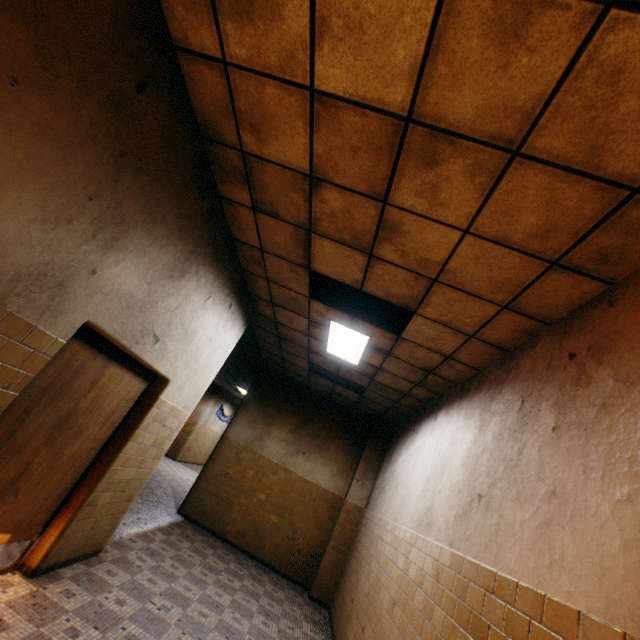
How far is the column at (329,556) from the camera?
6.7m

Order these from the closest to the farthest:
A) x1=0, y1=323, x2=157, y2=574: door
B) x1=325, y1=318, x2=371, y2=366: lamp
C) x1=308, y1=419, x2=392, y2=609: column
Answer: x1=0, y1=323, x2=157, y2=574: door
x1=325, y1=318, x2=371, y2=366: lamp
x1=308, y1=419, x2=392, y2=609: column

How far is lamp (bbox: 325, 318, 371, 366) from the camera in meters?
4.8 m

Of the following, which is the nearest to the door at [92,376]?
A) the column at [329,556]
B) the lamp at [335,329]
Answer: the lamp at [335,329]

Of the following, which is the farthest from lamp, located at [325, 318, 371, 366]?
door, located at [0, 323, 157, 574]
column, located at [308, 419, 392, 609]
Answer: column, located at [308, 419, 392, 609]

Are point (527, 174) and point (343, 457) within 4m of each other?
no

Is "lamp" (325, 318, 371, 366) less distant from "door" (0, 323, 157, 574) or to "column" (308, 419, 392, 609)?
"door" (0, 323, 157, 574)
